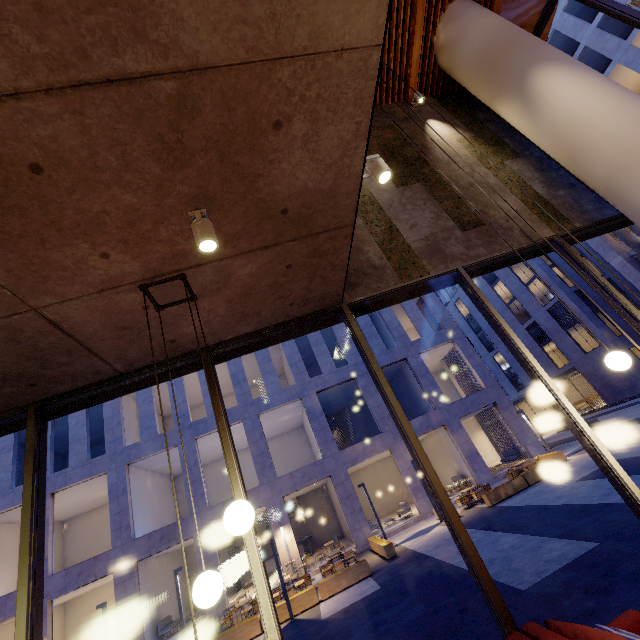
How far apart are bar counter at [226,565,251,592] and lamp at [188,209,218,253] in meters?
25.2

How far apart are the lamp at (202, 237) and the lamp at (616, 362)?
3.39m

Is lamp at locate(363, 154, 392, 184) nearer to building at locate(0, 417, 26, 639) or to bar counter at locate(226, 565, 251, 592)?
building at locate(0, 417, 26, 639)

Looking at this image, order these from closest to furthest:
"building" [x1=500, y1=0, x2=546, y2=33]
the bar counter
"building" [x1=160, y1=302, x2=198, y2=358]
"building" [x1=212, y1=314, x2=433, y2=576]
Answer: "building" [x1=160, y1=302, x2=198, y2=358]
"building" [x1=500, y1=0, x2=546, y2=33]
"building" [x1=212, y1=314, x2=433, y2=576]
the bar counter

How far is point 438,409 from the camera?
21.0m

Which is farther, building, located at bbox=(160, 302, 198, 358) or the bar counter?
the bar counter

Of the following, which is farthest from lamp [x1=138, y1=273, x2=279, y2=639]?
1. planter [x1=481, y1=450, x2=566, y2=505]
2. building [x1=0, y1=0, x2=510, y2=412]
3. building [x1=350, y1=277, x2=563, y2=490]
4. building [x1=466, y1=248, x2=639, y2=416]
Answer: building [x1=466, y1=248, x2=639, y2=416]

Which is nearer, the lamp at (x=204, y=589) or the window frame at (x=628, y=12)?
the lamp at (x=204, y=589)
